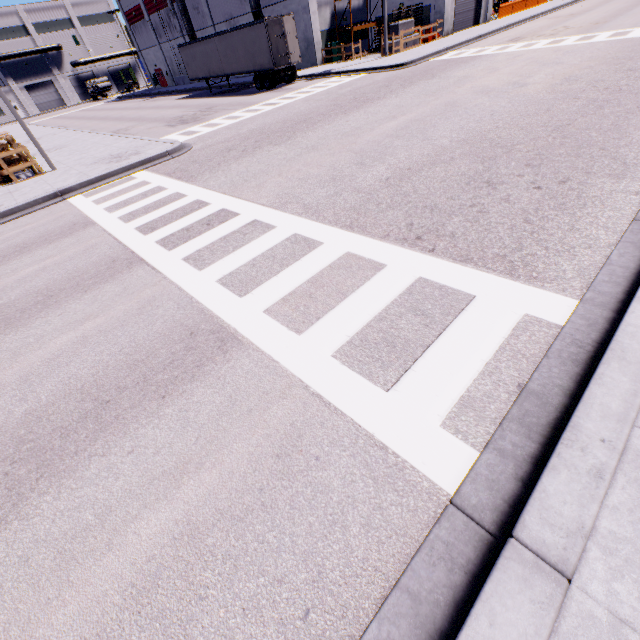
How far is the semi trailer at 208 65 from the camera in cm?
2325

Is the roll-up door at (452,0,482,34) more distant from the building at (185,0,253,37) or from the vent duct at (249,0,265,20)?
the vent duct at (249,0,265,20)

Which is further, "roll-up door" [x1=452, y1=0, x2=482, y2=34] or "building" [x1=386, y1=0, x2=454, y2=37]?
"roll-up door" [x1=452, y1=0, x2=482, y2=34]

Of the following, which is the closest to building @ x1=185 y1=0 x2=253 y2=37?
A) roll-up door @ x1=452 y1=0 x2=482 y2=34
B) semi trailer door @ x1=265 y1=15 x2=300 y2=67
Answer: roll-up door @ x1=452 y1=0 x2=482 y2=34

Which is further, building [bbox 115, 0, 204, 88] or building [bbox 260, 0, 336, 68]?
building [bbox 115, 0, 204, 88]

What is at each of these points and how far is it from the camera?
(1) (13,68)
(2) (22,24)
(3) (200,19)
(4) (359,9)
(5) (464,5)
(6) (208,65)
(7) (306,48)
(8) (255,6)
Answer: (1) building, 59.5 meters
(2) building, 58.2 meters
(3) building, 37.5 meters
(4) building, 30.8 meters
(5) roll-up door, 29.5 meters
(6) semi trailer, 29.3 meters
(7) building, 29.8 meters
(8) vent duct, 29.1 meters

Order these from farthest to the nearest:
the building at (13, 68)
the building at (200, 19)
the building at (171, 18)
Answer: the building at (13, 68) < the building at (171, 18) < the building at (200, 19)

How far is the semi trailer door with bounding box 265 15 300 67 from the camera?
22.1 meters
